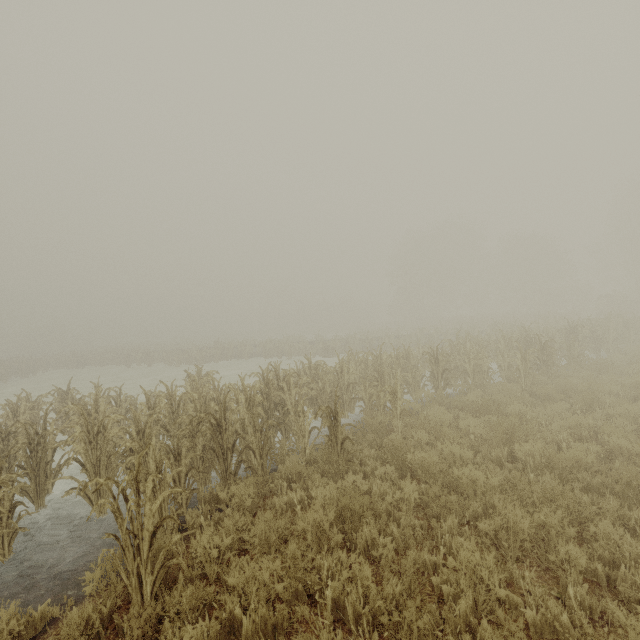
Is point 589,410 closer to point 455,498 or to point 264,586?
point 455,498
